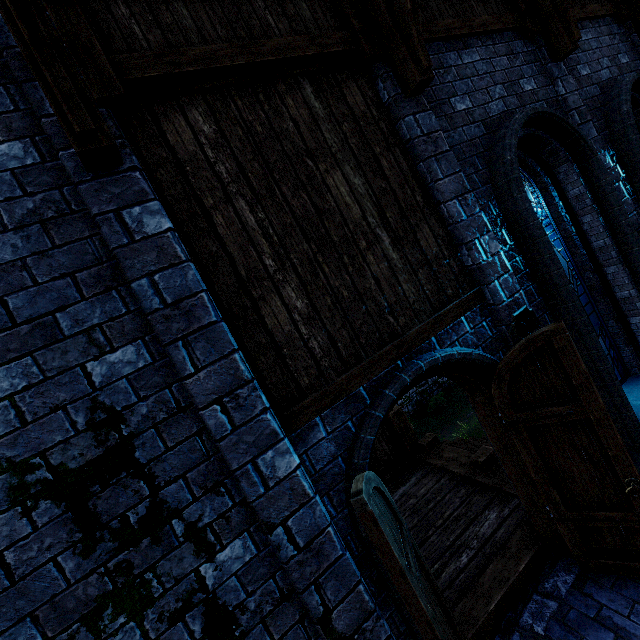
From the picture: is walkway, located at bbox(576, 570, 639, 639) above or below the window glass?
below

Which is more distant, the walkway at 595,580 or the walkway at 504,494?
the walkway at 504,494

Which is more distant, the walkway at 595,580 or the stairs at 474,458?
the stairs at 474,458

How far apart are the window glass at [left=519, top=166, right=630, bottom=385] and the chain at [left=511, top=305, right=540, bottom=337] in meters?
0.8

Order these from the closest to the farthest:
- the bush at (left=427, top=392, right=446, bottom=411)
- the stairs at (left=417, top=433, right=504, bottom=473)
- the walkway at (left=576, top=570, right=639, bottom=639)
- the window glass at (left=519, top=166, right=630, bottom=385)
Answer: the walkway at (left=576, top=570, right=639, bottom=639)
the window glass at (left=519, top=166, right=630, bottom=385)
the stairs at (left=417, top=433, right=504, bottom=473)
the bush at (left=427, top=392, right=446, bottom=411)

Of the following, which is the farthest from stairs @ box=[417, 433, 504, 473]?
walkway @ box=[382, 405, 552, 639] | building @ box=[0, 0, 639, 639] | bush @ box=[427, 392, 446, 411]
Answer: bush @ box=[427, 392, 446, 411]

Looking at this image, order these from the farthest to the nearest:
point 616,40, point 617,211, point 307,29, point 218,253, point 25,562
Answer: point 616,40, point 617,211, point 307,29, point 218,253, point 25,562
